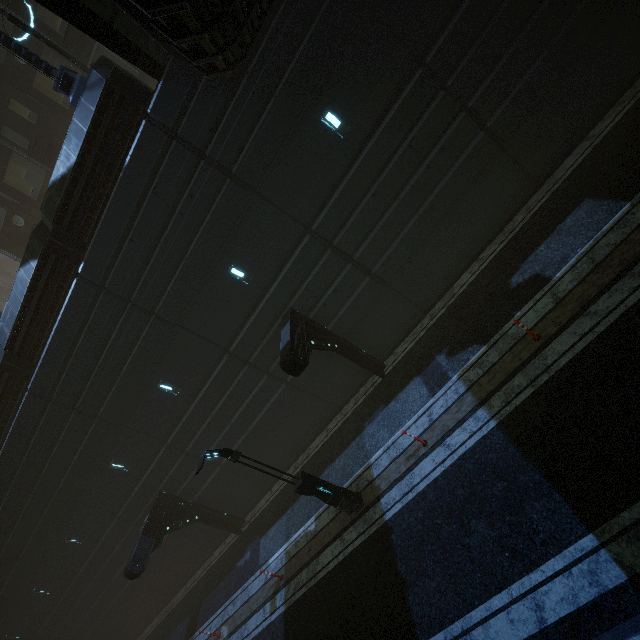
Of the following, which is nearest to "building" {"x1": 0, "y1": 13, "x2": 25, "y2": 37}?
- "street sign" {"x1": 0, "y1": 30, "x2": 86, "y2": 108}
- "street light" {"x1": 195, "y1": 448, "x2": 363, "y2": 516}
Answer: "street sign" {"x1": 0, "y1": 30, "x2": 86, "y2": 108}

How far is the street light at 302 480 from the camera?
9.2 meters

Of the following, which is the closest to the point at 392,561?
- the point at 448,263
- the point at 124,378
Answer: the point at 448,263

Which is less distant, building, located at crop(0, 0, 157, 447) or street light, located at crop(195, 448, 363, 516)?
street light, located at crop(195, 448, 363, 516)

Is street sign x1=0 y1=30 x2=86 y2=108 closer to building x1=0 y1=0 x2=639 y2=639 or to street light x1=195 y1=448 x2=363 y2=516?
building x1=0 y1=0 x2=639 y2=639

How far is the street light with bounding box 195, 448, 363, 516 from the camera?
9.2m

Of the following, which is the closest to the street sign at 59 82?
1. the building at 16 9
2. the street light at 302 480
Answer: the building at 16 9
